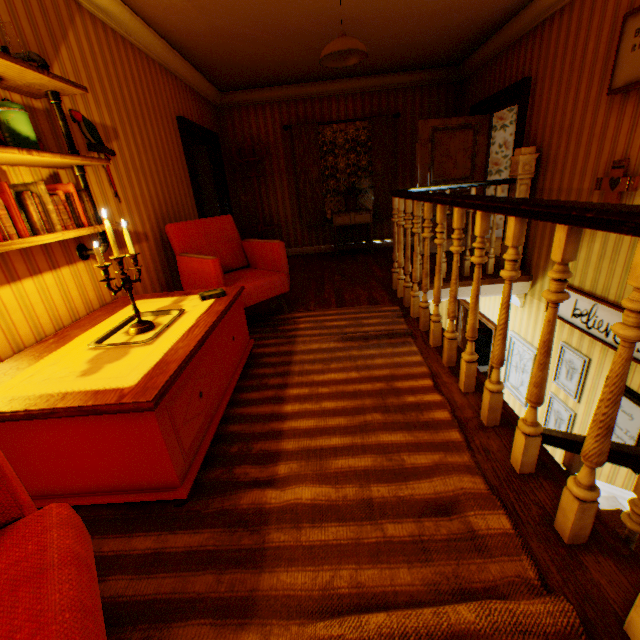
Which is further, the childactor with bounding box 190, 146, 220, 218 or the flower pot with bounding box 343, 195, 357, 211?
the flower pot with bounding box 343, 195, 357, 211

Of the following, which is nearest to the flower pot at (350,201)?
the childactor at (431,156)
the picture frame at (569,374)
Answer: the childactor at (431,156)

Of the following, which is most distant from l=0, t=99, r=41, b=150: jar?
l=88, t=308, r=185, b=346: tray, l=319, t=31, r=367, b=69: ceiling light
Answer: l=319, t=31, r=367, b=69: ceiling light

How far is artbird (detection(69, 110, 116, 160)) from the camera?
2.5 meters

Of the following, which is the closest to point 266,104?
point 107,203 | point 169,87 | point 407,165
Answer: point 169,87

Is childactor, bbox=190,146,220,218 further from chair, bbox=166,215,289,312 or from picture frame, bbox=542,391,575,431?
picture frame, bbox=542,391,575,431

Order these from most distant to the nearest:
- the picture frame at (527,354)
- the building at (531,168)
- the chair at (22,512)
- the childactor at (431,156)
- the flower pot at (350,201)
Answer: the flower pot at (350,201) → the childactor at (431,156) → the picture frame at (527,354) → the building at (531,168) → the chair at (22,512)

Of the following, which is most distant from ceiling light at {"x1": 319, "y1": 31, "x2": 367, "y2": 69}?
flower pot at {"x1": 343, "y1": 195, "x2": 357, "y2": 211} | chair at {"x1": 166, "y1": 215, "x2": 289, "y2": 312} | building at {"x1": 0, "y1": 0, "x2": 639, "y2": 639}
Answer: flower pot at {"x1": 343, "y1": 195, "x2": 357, "y2": 211}
